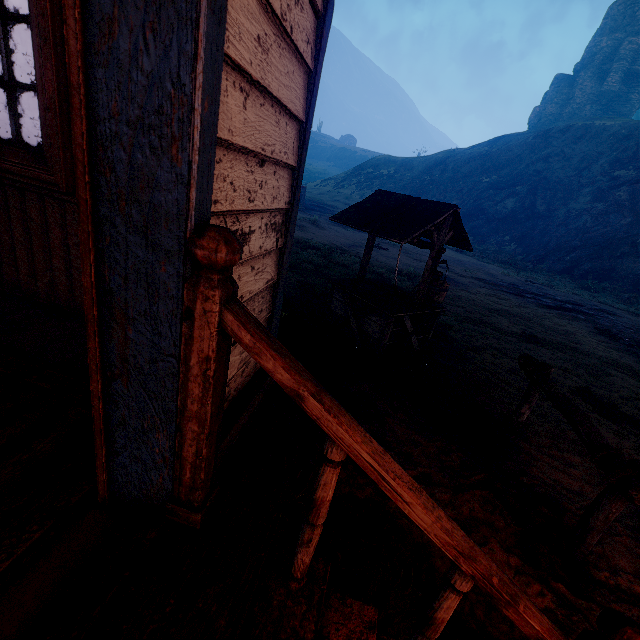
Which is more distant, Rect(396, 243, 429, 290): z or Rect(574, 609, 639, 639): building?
→ Rect(396, 243, 429, 290): z

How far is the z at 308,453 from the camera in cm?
229

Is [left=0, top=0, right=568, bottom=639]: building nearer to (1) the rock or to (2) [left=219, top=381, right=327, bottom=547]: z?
(2) [left=219, top=381, right=327, bottom=547]: z

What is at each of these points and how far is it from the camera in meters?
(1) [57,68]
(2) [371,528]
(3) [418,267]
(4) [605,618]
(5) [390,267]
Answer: (1) building, 1.8 m
(2) z, 2.3 m
(3) z, 13.1 m
(4) building, 1.0 m
(5) z, 11.8 m

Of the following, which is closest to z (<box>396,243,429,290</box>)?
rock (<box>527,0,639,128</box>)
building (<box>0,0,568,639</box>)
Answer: building (<box>0,0,568,639</box>)

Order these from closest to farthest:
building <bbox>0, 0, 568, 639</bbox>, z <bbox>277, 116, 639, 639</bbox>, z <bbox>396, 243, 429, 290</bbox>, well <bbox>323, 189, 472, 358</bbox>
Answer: building <bbox>0, 0, 568, 639</bbox>, z <bbox>277, 116, 639, 639</bbox>, well <bbox>323, 189, 472, 358</bbox>, z <bbox>396, 243, 429, 290</bbox>

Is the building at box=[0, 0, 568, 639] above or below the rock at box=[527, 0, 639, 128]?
below

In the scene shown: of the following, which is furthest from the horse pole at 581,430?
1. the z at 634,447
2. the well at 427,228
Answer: the well at 427,228
